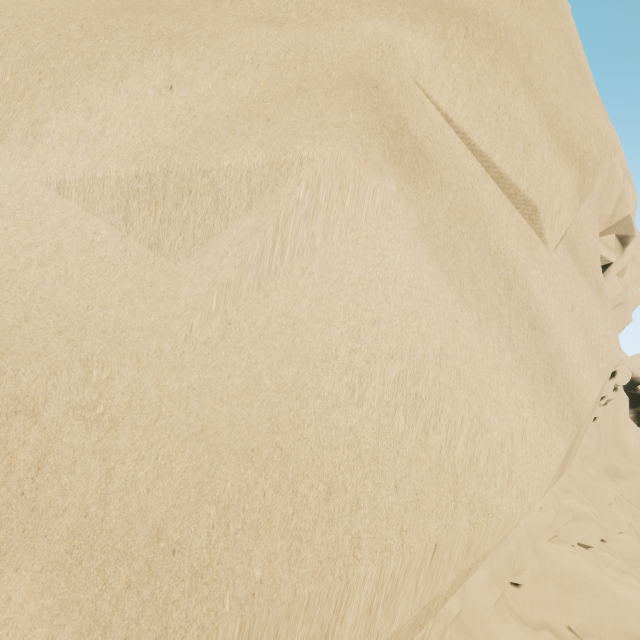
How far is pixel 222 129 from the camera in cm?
135
